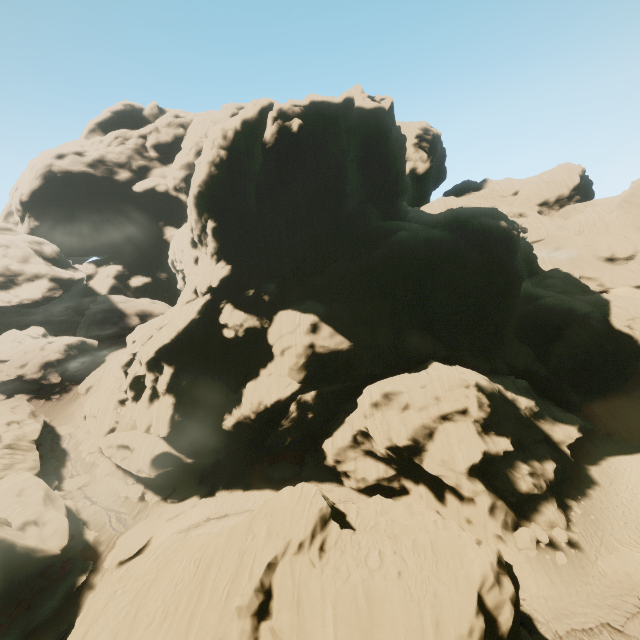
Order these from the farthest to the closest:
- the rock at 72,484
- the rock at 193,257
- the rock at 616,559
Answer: the rock at 72,484 → the rock at 616,559 → the rock at 193,257

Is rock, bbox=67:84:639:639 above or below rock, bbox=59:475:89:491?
above

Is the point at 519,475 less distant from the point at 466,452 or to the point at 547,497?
Result: the point at 547,497

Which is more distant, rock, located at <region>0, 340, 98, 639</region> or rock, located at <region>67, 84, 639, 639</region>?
rock, located at <region>0, 340, 98, 639</region>

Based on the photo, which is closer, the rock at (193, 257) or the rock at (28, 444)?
the rock at (193, 257)

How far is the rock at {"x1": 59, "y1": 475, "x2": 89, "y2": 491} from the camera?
37.9 meters

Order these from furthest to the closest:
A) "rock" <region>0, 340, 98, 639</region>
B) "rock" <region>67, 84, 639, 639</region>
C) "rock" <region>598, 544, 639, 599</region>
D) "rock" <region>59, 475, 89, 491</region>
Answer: "rock" <region>59, 475, 89, 491</region> < "rock" <region>0, 340, 98, 639</region> < "rock" <region>598, 544, 639, 599</region> < "rock" <region>67, 84, 639, 639</region>
